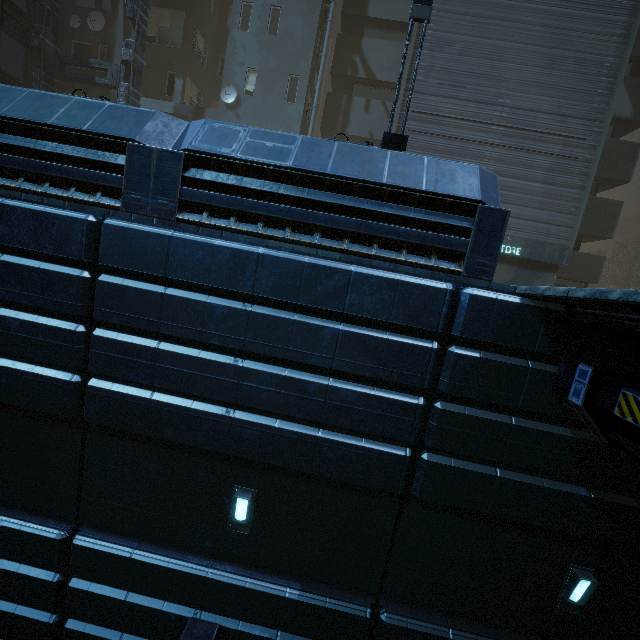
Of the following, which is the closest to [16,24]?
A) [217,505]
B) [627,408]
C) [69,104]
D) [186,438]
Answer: [69,104]

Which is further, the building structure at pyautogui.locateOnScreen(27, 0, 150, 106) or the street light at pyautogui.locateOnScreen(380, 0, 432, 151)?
the building structure at pyautogui.locateOnScreen(27, 0, 150, 106)

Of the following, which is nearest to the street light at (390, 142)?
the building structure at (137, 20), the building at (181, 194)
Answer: the building at (181, 194)

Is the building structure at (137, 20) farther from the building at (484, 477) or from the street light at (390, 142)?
the street light at (390, 142)

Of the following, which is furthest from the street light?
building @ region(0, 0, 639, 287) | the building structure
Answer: the building structure

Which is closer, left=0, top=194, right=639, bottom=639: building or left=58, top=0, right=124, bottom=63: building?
left=0, top=194, right=639, bottom=639: building

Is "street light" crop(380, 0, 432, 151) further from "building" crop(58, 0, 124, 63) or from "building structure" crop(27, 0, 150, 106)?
"building structure" crop(27, 0, 150, 106)
